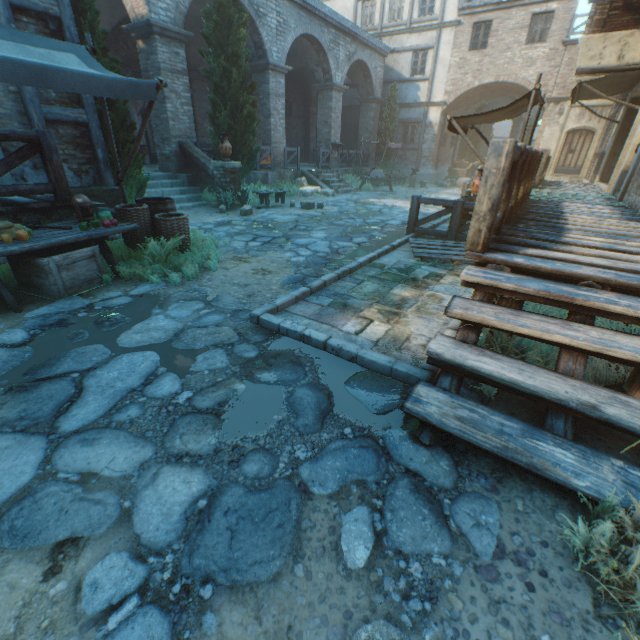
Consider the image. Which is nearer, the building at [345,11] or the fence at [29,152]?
the fence at [29,152]

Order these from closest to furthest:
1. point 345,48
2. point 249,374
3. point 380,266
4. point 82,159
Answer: point 249,374 < point 380,266 < point 82,159 < point 345,48

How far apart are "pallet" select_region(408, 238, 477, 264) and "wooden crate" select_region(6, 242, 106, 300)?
5.2 meters

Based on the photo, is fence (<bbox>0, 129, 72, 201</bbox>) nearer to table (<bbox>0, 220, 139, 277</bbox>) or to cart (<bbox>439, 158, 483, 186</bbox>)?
table (<bbox>0, 220, 139, 277</bbox>)

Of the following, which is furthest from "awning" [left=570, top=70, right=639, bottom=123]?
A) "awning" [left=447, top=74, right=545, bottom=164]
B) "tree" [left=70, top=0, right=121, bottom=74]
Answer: "tree" [left=70, top=0, right=121, bottom=74]

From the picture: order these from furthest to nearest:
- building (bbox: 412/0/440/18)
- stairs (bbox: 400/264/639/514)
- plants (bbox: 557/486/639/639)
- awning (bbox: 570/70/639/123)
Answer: building (bbox: 412/0/440/18)
awning (bbox: 570/70/639/123)
stairs (bbox: 400/264/639/514)
plants (bbox: 557/486/639/639)

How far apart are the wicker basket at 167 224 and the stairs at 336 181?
11.3m

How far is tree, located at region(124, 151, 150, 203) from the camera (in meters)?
7.72
